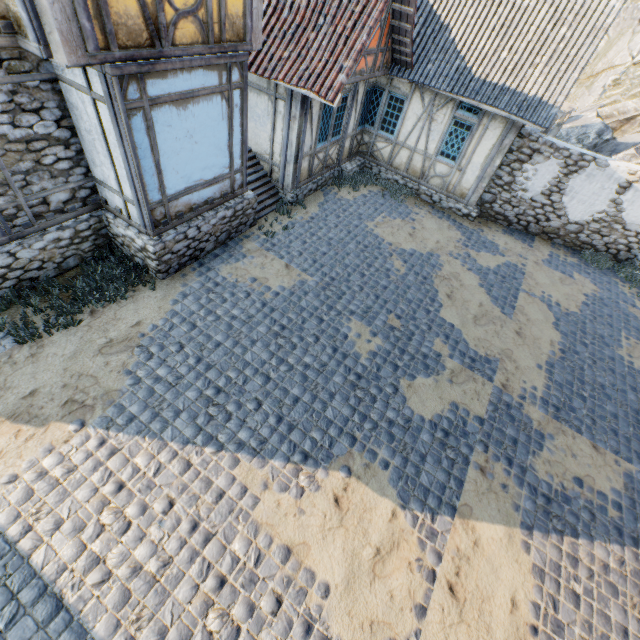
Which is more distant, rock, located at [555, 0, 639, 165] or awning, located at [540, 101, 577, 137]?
rock, located at [555, 0, 639, 165]

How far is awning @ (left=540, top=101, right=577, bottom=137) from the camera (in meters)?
12.64

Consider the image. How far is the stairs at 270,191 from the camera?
9.8 meters

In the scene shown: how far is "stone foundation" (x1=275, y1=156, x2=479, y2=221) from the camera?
10.62m

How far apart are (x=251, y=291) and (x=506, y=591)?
7.2 meters

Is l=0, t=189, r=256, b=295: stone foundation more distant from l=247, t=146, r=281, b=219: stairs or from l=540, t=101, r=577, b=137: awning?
l=540, t=101, r=577, b=137: awning

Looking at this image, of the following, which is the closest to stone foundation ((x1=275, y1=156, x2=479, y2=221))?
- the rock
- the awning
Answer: the awning

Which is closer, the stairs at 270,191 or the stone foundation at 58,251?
the stone foundation at 58,251
